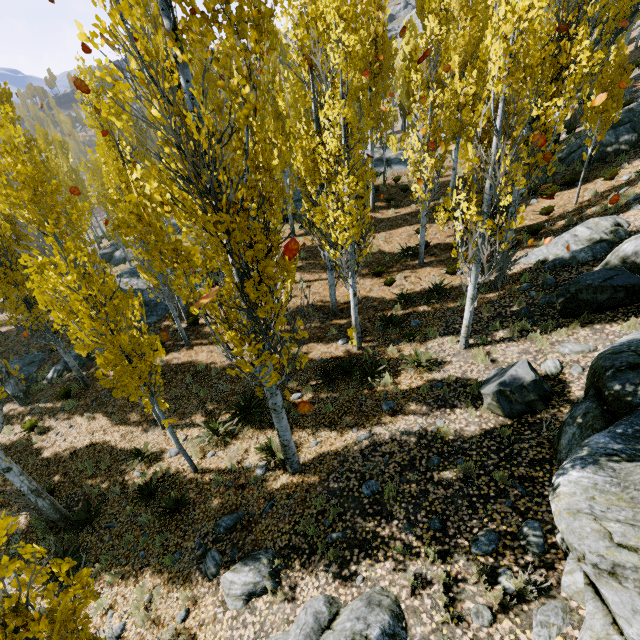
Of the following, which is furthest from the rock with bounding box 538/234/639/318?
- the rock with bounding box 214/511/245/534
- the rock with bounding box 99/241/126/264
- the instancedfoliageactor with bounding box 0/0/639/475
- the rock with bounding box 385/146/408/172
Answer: the rock with bounding box 99/241/126/264

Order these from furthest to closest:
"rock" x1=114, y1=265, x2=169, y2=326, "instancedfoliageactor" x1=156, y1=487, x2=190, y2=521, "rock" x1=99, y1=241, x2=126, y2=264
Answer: "rock" x1=99, y1=241, x2=126, y2=264 → "rock" x1=114, y1=265, x2=169, y2=326 → "instancedfoliageactor" x1=156, y1=487, x2=190, y2=521

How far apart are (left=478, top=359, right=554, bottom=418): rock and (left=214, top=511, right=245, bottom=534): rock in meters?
6.0 m

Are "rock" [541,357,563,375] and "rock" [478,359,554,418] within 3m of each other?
yes

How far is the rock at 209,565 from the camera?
6.3 meters

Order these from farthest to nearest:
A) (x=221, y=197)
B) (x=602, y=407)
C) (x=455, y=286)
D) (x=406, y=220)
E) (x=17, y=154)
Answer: (x=406, y=220), (x=455, y=286), (x=17, y=154), (x=602, y=407), (x=221, y=197)

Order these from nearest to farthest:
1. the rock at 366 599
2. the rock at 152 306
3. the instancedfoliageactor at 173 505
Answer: the rock at 366 599 < the instancedfoliageactor at 173 505 < the rock at 152 306

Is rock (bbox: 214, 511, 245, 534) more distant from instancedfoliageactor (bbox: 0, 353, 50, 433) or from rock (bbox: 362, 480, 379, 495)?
rock (bbox: 362, 480, 379, 495)
